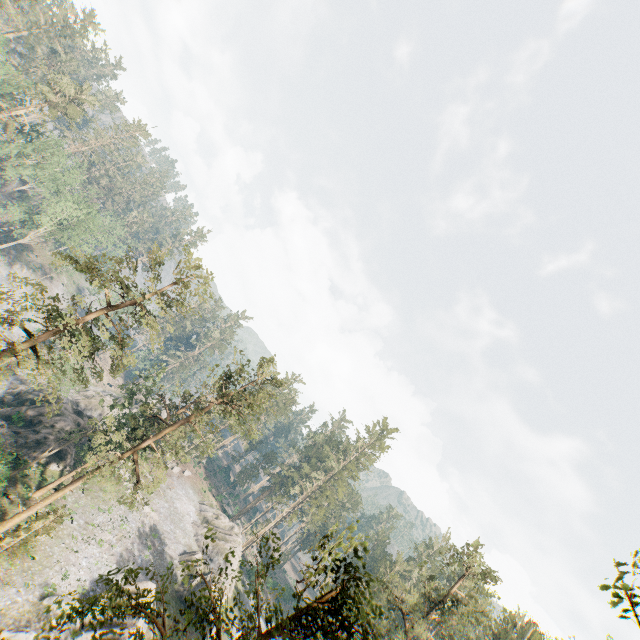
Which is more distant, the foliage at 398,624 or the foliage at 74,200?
the foliage at 74,200

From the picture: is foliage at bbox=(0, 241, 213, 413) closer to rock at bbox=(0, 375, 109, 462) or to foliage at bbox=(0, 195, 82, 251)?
rock at bbox=(0, 375, 109, 462)

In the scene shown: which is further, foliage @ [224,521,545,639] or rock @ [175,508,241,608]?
rock @ [175,508,241,608]

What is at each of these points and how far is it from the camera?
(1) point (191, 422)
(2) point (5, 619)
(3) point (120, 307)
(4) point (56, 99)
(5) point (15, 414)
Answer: (1) foliage, 28.41m
(2) rock, 23.44m
(3) foliage, 24.91m
(4) foliage, 55.78m
(5) rock, 39.16m

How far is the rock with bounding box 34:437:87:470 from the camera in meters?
38.0 m

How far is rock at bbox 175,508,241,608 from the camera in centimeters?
4159cm

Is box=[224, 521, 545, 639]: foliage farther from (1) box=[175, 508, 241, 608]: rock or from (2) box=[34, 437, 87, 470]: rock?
(1) box=[175, 508, 241, 608]: rock

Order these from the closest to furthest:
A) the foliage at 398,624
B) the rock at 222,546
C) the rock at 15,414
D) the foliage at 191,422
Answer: the foliage at 398,624 → the foliage at 191,422 → the rock at 15,414 → the rock at 222,546
